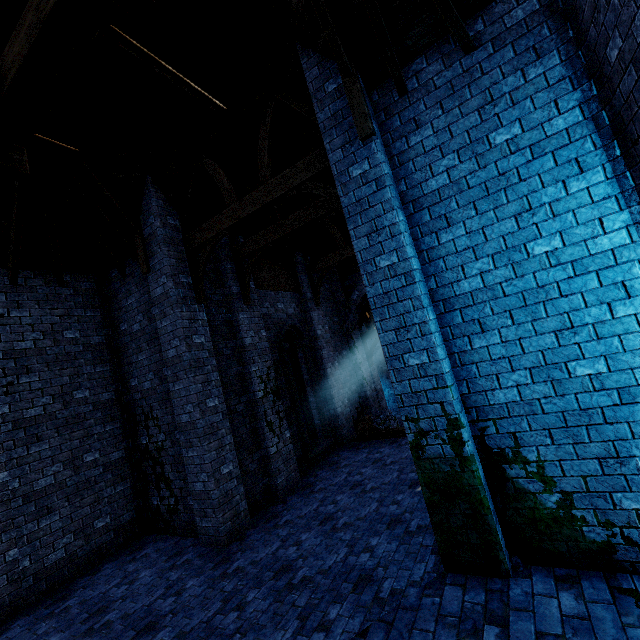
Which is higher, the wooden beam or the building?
the building

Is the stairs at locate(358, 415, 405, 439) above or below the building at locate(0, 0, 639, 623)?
below

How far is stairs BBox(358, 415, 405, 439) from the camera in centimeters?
1111cm

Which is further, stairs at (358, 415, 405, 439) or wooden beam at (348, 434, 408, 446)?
stairs at (358, 415, 405, 439)

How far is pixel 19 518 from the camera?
6.6 meters

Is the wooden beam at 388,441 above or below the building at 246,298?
below

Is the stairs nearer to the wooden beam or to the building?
the wooden beam

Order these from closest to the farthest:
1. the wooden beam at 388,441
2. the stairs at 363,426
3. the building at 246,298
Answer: Result:
the building at 246,298
the wooden beam at 388,441
the stairs at 363,426
